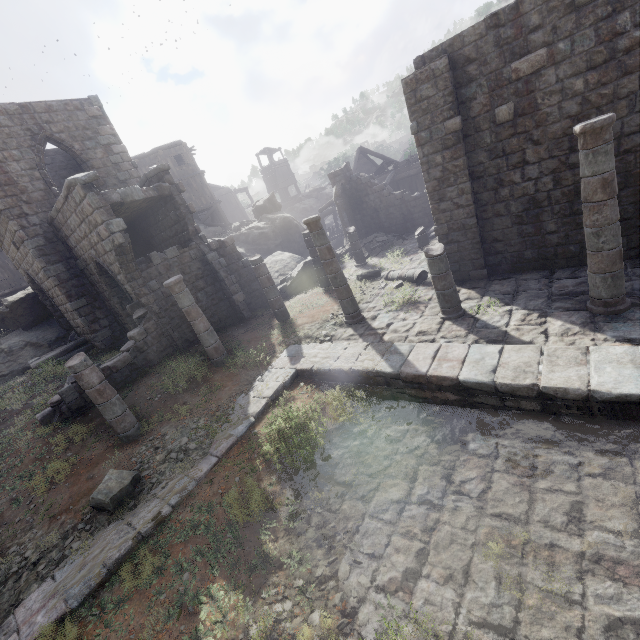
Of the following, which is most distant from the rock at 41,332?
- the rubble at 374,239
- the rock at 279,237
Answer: the rubble at 374,239

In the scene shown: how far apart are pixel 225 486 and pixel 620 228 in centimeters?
968cm

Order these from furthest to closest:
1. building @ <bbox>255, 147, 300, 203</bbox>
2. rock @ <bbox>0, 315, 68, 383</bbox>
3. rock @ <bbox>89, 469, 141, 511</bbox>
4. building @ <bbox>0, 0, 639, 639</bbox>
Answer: building @ <bbox>255, 147, 300, 203</bbox>
rock @ <bbox>0, 315, 68, 383</bbox>
rock @ <bbox>89, 469, 141, 511</bbox>
building @ <bbox>0, 0, 639, 639</bbox>

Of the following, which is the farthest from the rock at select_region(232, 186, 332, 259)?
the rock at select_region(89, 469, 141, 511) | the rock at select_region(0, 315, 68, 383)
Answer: the rock at select_region(89, 469, 141, 511)

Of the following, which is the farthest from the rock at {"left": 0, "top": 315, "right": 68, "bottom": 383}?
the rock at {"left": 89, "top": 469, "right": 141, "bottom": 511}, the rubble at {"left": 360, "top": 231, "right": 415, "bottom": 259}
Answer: the rubble at {"left": 360, "top": 231, "right": 415, "bottom": 259}

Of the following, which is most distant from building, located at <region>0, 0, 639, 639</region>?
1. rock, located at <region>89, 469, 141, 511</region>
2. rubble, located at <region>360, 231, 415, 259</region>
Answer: rock, located at <region>89, 469, 141, 511</region>

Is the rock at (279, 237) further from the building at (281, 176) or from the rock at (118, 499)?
the rock at (118, 499)

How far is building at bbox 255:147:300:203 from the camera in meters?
49.9
